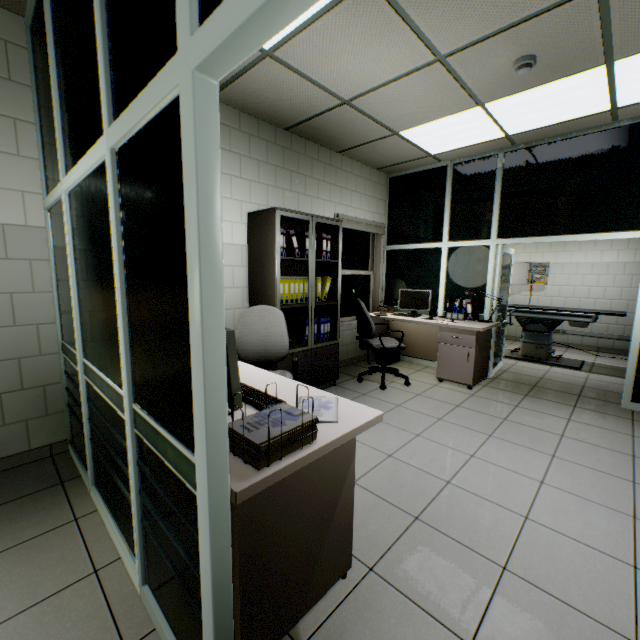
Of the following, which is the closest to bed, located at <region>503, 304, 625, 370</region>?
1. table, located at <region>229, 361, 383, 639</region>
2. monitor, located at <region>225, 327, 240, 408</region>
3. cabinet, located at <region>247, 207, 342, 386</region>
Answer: cabinet, located at <region>247, 207, 342, 386</region>

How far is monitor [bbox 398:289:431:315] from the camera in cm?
518

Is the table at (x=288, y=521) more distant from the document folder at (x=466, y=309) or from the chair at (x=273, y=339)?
the document folder at (x=466, y=309)

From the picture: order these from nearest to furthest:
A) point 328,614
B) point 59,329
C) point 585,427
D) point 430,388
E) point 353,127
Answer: point 328,614 < point 59,329 < point 585,427 < point 353,127 < point 430,388

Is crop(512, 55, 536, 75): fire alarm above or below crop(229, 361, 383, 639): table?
above

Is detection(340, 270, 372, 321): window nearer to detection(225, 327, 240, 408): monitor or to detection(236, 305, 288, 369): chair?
detection(236, 305, 288, 369): chair

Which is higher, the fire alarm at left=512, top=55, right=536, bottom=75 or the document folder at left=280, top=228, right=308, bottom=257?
the fire alarm at left=512, top=55, right=536, bottom=75

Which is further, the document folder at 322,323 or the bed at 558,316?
the bed at 558,316
